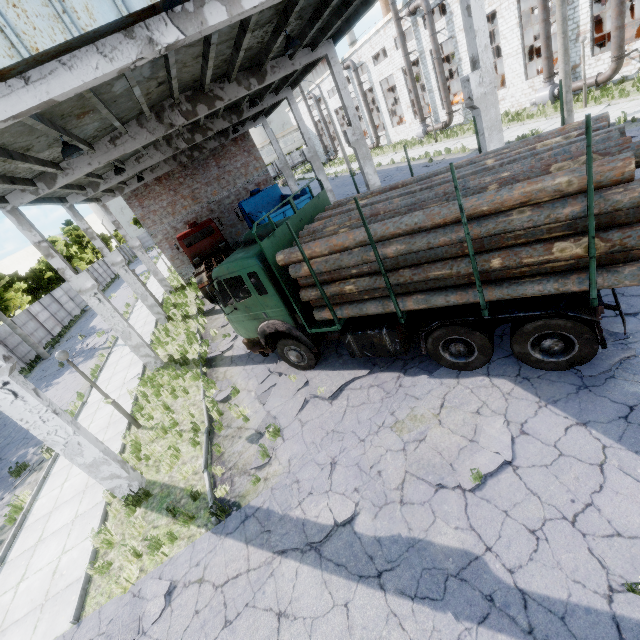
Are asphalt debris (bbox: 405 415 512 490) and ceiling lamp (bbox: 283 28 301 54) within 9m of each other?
no

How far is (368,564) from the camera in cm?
Result: 473

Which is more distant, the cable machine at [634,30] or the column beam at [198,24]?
the cable machine at [634,30]

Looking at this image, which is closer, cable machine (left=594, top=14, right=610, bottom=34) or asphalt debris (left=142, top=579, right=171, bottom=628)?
asphalt debris (left=142, top=579, right=171, bottom=628)

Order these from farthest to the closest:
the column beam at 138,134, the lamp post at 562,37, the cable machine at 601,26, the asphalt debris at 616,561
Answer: the cable machine at 601,26
the lamp post at 562,37
the column beam at 138,134
the asphalt debris at 616,561

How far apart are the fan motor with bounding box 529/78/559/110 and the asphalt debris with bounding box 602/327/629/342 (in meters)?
A: 24.03

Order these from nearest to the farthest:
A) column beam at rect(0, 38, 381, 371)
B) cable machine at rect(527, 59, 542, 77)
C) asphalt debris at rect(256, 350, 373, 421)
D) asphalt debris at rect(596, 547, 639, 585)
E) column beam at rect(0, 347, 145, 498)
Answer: asphalt debris at rect(596, 547, 639, 585) → column beam at rect(0, 347, 145, 498) → asphalt debris at rect(256, 350, 373, 421) → column beam at rect(0, 38, 381, 371) → cable machine at rect(527, 59, 542, 77)

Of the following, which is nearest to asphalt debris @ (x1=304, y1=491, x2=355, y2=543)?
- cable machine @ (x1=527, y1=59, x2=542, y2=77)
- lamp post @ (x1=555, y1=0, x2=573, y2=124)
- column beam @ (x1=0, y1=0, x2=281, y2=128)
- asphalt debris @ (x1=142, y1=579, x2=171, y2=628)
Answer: asphalt debris @ (x1=142, y1=579, x2=171, y2=628)
